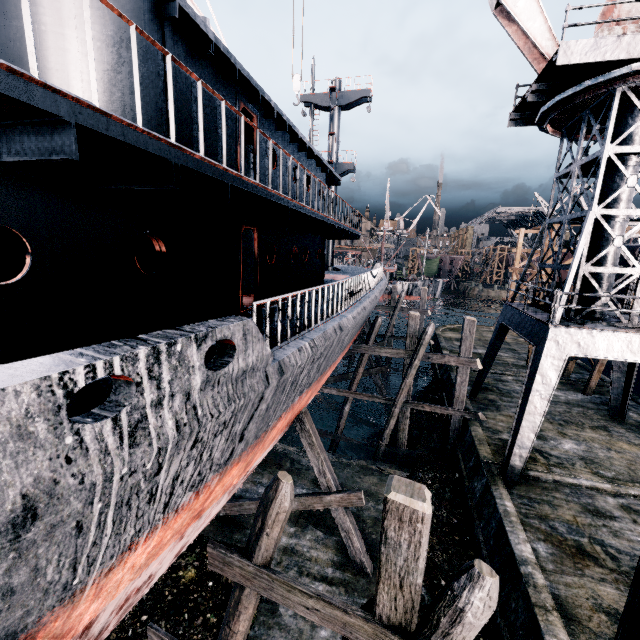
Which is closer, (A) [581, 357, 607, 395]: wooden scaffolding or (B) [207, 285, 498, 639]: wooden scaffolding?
(B) [207, 285, 498, 639]: wooden scaffolding

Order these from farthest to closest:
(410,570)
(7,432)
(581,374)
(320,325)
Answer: (581,374) → (320,325) → (410,570) → (7,432)

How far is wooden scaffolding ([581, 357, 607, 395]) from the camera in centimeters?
1973cm

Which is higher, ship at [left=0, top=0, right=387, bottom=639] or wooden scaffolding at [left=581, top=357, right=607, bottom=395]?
ship at [left=0, top=0, right=387, bottom=639]

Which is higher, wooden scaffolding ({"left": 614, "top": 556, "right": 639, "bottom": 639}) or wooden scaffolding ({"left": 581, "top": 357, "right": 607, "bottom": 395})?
wooden scaffolding ({"left": 614, "top": 556, "right": 639, "bottom": 639})

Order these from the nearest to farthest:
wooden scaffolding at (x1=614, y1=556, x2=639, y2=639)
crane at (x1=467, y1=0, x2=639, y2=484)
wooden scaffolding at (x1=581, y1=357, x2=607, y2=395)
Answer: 1. wooden scaffolding at (x1=614, y1=556, x2=639, y2=639)
2. crane at (x1=467, y1=0, x2=639, y2=484)
3. wooden scaffolding at (x1=581, y1=357, x2=607, y2=395)

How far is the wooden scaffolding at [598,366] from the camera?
19.7 meters

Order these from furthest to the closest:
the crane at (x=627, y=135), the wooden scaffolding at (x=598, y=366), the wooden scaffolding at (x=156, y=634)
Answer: the wooden scaffolding at (x=598, y=366) < the crane at (x=627, y=135) < the wooden scaffolding at (x=156, y=634)
